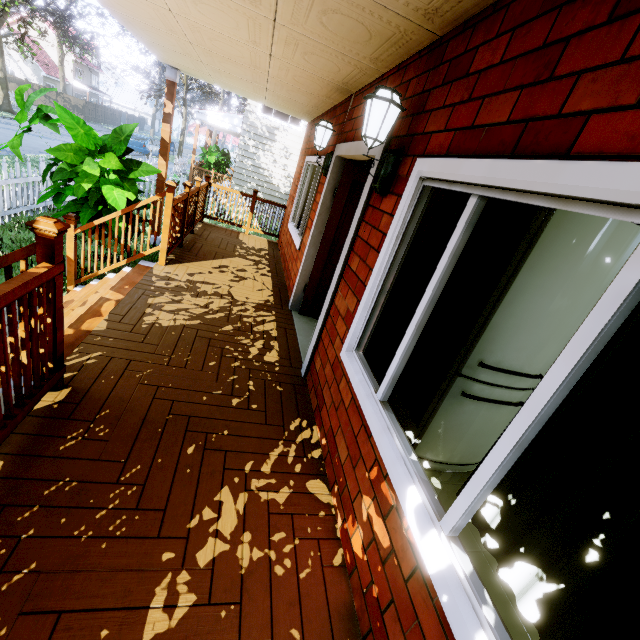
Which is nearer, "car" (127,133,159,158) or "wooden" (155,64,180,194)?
"wooden" (155,64,180,194)

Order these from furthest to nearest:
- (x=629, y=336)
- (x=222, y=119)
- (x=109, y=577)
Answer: (x=222, y=119)
(x=109, y=577)
(x=629, y=336)

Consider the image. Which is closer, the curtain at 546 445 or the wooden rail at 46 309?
the curtain at 546 445

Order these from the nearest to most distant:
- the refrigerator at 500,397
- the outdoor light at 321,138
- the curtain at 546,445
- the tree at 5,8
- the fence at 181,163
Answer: the curtain at 546,445 → the refrigerator at 500,397 → the outdoor light at 321,138 → the tree at 5,8 → the fence at 181,163

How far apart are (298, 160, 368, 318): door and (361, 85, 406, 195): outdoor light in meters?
1.7 m

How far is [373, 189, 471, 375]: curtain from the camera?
1.8m

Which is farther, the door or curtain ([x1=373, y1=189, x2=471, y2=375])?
the door

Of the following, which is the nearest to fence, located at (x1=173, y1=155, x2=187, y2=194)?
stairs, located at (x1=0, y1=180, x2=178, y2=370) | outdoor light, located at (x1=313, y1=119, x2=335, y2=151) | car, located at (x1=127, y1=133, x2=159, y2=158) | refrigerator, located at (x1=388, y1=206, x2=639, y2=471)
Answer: stairs, located at (x1=0, y1=180, x2=178, y2=370)
